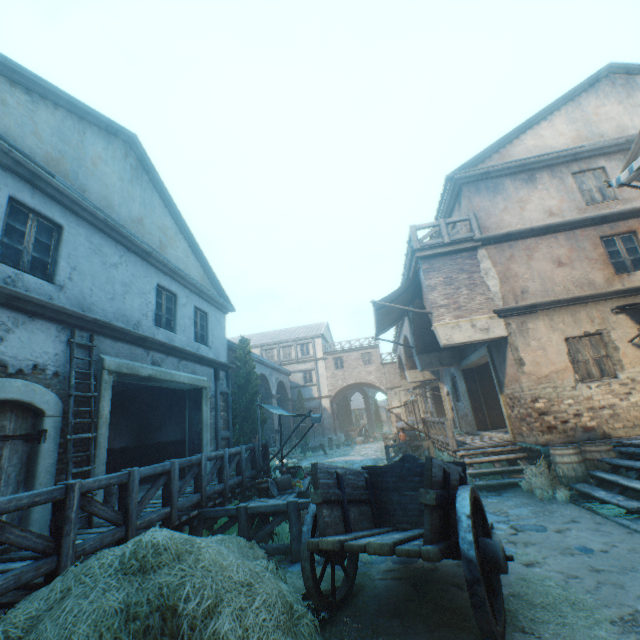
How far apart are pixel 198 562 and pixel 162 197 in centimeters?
1064cm

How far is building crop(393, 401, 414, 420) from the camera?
31.4m

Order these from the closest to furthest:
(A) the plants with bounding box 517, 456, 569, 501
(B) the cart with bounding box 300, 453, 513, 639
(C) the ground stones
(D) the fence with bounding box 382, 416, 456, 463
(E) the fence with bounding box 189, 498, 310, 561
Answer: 1. (B) the cart with bounding box 300, 453, 513, 639
2. (E) the fence with bounding box 189, 498, 310, 561
3. (A) the plants with bounding box 517, 456, 569, 501
4. (D) the fence with bounding box 382, 416, 456, 463
5. (C) the ground stones

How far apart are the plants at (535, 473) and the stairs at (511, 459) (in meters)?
0.20

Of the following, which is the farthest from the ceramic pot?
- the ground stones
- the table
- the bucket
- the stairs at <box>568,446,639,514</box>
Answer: the stairs at <box>568,446,639,514</box>

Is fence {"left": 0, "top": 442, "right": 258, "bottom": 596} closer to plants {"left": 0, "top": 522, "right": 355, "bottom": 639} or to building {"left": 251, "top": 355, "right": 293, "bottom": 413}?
plants {"left": 0, "top": 522, "right": 355, "bottom": 639}

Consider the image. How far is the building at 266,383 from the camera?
25.02m

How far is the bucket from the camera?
6.7m
